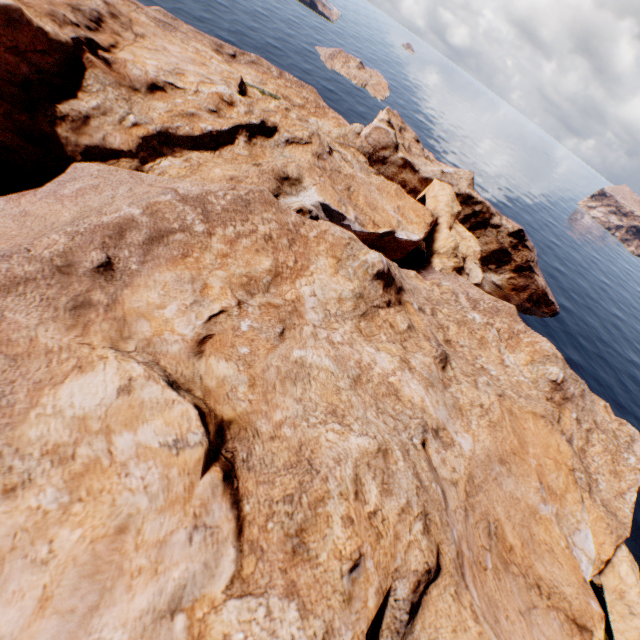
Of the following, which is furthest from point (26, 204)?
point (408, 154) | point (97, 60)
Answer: point (408, 154)
